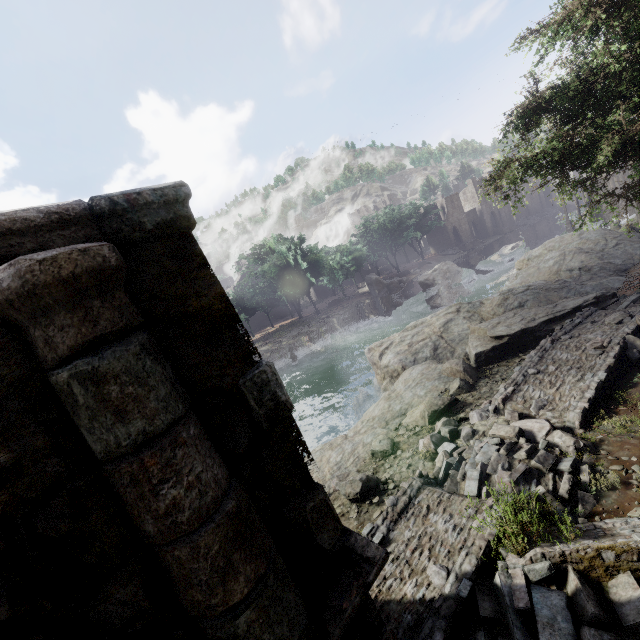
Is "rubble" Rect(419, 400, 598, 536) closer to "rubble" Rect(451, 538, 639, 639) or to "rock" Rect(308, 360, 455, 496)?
"rubble" Rect(451, 538, 639, 639)

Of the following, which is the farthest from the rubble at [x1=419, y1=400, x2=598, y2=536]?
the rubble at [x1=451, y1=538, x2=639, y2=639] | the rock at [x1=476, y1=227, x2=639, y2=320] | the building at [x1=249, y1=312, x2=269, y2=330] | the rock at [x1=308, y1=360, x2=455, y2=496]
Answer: the rock at [x1=476, y1=227, x2=639, y2=320]

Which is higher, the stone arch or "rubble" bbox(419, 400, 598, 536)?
the stone arch

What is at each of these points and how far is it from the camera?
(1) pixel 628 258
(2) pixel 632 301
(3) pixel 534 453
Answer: (1) rock, 17.81m
(2) rubble, 11.55m
(3) rubble, 6.43m

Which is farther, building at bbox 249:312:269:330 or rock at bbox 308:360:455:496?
building at bbox 249:312:269:330

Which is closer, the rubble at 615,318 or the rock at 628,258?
the rubble at 615,318

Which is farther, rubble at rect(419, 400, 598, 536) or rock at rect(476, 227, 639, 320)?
rock at rect(476, 227, 639, 320)

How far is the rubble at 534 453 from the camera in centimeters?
515cm
